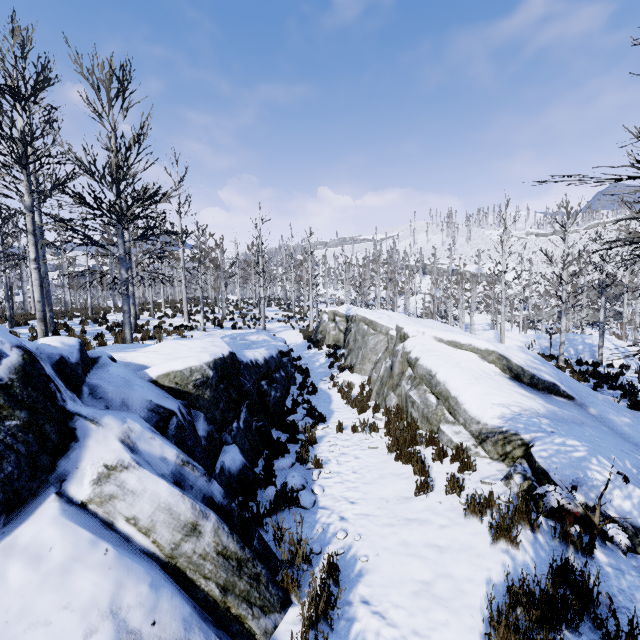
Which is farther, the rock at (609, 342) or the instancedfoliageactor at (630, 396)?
the rock at (609, 342)

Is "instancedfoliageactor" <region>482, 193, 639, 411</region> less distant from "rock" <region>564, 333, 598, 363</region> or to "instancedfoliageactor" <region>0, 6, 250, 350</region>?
"rock" <region>564, 333, 598, 363</region>

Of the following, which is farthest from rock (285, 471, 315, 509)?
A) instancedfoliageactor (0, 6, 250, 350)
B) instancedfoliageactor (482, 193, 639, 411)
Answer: instancedfoliageactor (482, 193, 639, 411)

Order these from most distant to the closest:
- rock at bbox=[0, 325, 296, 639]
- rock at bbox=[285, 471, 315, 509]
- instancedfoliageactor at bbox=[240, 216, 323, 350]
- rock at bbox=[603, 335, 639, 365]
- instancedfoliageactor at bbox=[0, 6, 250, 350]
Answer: instancedfoliageactor at bbox=[240, 216, 323, 350], rock at bbox=[603, 335, 639, 365], instancedfoliageactor at bbox=[0, 6, 250, 350], rock at bbox=[285, 471, 315, 509], rock at bbox=[0, 325, 296, 639]

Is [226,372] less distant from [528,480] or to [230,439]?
[230,439]

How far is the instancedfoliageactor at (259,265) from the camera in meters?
24.6
